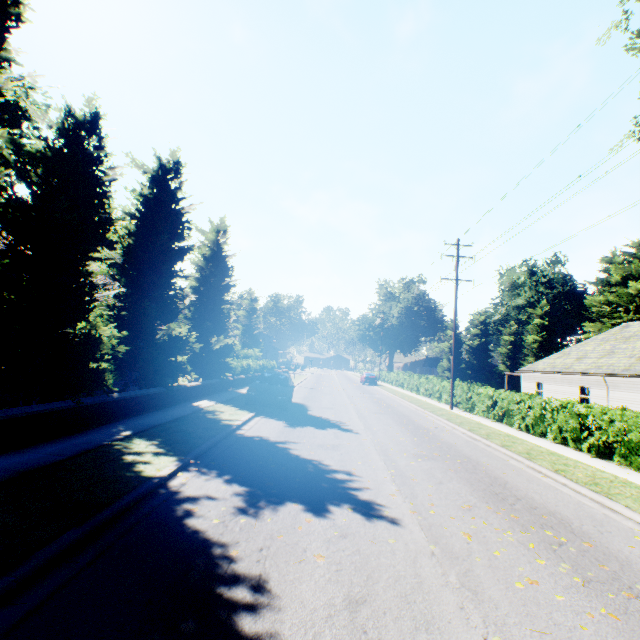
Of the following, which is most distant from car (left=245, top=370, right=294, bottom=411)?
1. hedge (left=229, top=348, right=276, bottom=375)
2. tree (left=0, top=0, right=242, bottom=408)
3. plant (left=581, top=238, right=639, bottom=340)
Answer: plant (left=581, top=238, right=639, bottom=340)

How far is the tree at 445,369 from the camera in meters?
54.2 m

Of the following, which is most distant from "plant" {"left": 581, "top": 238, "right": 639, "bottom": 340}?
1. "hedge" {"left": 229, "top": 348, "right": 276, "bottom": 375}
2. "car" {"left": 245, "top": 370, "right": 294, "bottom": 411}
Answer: "car" {"left": 245, "top": 370, "right": 294, "bottom": 411}

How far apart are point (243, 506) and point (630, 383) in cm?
2492

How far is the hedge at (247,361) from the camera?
25.2m

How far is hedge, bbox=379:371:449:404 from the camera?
25.1m

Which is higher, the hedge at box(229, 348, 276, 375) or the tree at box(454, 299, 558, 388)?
the tree at box(454, 299, 558, 388)
